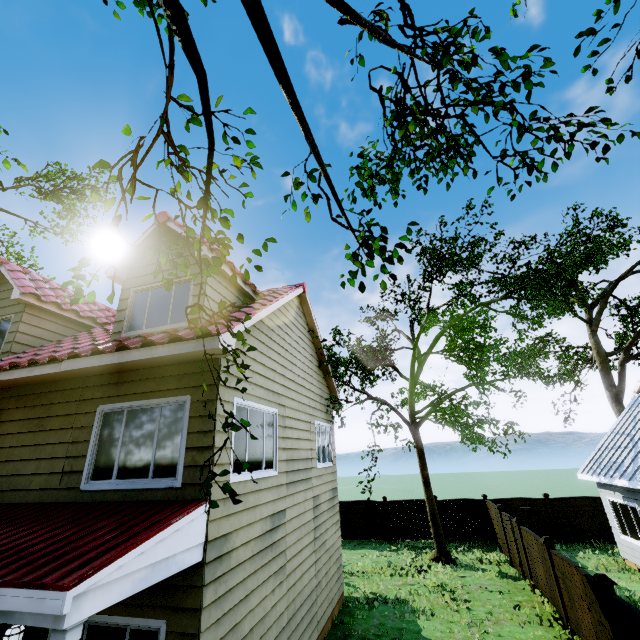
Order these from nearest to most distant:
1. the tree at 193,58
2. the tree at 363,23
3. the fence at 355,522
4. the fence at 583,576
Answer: the tree at 193,58 < the tree at 363,23 < the fence at 583,576 < the fence at 355,522

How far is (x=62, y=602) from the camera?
2.75m

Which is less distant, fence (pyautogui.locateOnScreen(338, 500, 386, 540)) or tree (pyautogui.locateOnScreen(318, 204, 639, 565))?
tree (pyautogui.locateOnScreen(318, 204, 639, 565))

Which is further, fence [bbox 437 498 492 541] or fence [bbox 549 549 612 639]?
fence [bbox 437 498 492 541]

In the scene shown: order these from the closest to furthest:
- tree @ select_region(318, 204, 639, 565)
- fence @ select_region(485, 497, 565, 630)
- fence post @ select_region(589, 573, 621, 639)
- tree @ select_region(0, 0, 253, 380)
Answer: tree @ select_region(0, 0, 253, 380), fence post @ select_region(589, 573, 621, 639), fence @ select_region(485, 497, 565, 630), tree @ select_region(318, 204, 639, 565)

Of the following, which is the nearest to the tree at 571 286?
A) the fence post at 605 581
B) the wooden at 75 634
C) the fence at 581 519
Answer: the fence at 581 519

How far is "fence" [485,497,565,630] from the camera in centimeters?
880cm
